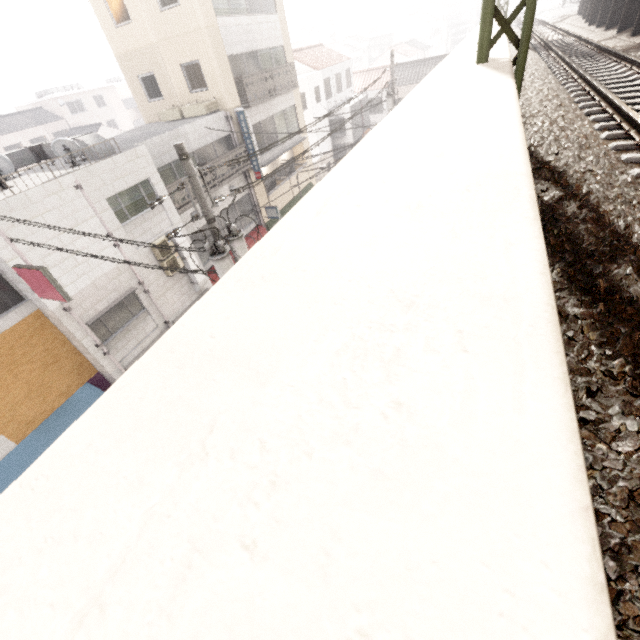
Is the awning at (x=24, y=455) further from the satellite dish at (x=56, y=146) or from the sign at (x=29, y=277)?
the satellite dish at (x=56, y=146)

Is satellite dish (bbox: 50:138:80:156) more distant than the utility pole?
Yes

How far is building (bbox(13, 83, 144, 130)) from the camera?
41.0m

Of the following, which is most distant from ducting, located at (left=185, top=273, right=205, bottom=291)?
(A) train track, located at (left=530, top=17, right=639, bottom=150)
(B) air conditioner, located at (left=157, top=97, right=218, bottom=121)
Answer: (A) train track, located at (left=530, top=17, right=639, bottom=150)

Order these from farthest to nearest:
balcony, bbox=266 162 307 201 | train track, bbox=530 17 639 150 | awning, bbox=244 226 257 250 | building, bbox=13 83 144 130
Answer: building, bbox=13 83 144 130
balcony, bbox=266 162 307 201
awning, bbox=244 226 257 250
train track, bbox=530 17 639 150

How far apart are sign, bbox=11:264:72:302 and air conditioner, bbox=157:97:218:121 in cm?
1085

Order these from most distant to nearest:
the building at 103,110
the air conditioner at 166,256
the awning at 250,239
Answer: the building at 103,110
the awning at 250,239
the air conditioner at 166,256

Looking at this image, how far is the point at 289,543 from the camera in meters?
0.5
